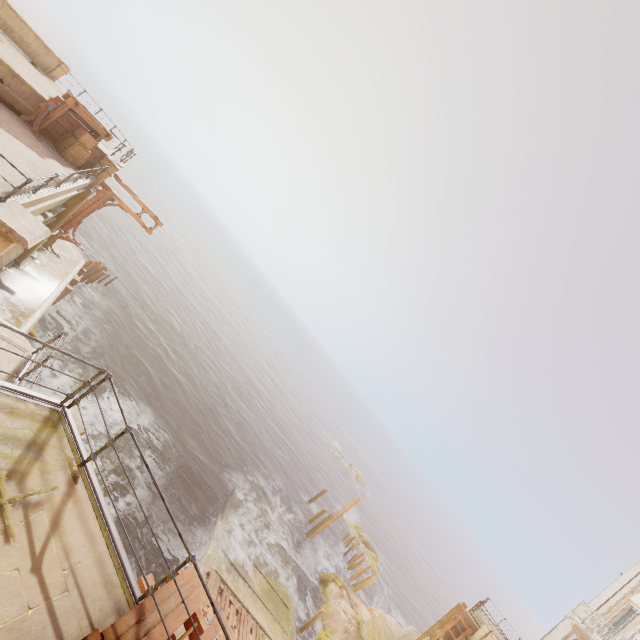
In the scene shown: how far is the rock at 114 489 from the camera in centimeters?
1459cm

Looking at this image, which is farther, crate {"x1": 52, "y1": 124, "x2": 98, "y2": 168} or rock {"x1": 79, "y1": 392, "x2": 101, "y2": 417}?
rock {"x1": 79, "y1": 392, "x2": 101, "y2": 417}

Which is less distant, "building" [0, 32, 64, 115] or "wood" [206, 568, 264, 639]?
"building" [0, 32, 64, 115]

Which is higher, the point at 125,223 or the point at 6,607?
the point at 6,607

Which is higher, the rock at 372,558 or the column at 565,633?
the column at 565,633

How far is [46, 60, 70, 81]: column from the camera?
16.66m

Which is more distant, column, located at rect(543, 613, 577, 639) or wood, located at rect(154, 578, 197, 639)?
column, located at rect(543, 613, 577, 639)

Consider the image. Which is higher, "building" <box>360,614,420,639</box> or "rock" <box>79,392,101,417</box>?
"building" <box>360,614,420,639</box>
